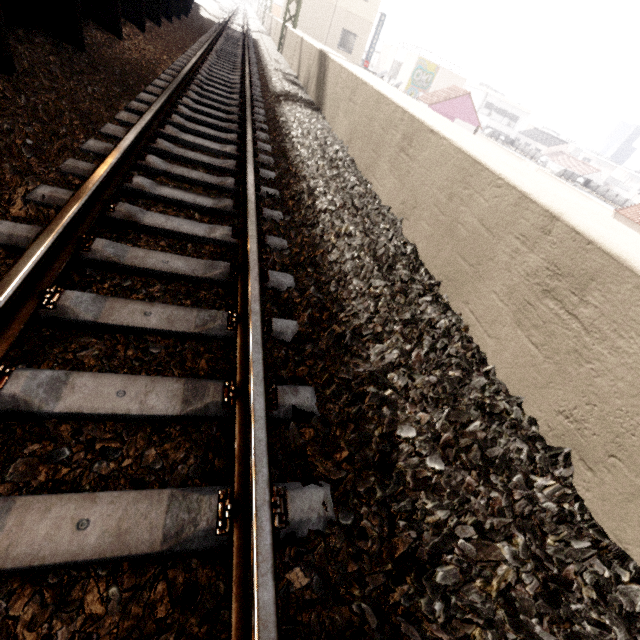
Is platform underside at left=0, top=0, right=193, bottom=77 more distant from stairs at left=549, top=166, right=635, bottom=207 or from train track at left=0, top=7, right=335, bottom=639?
stairs at left=549, top=166, right=635, bottom=207

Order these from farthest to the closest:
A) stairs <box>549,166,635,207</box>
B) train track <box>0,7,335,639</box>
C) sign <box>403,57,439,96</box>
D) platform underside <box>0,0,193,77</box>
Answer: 1. sign <box>403,57,439,96</box>
2. stairs <box>549,166,635,207</box>
3. platform underside <box>0,0,193,77</box>
4. train track <box>0,7,335,639</box>

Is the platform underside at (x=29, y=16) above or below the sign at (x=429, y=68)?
below

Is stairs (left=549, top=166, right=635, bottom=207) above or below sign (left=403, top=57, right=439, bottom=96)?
below

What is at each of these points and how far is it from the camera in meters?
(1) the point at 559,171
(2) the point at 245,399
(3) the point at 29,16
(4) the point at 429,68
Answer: (1) stairs, 28.5 m
(2) train track, 1.5 m
(3) platform underside, 4.1 m
(4) sign, 31.8 m

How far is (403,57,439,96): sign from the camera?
31.5m

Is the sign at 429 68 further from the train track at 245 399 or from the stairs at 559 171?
the train track at 245 399
